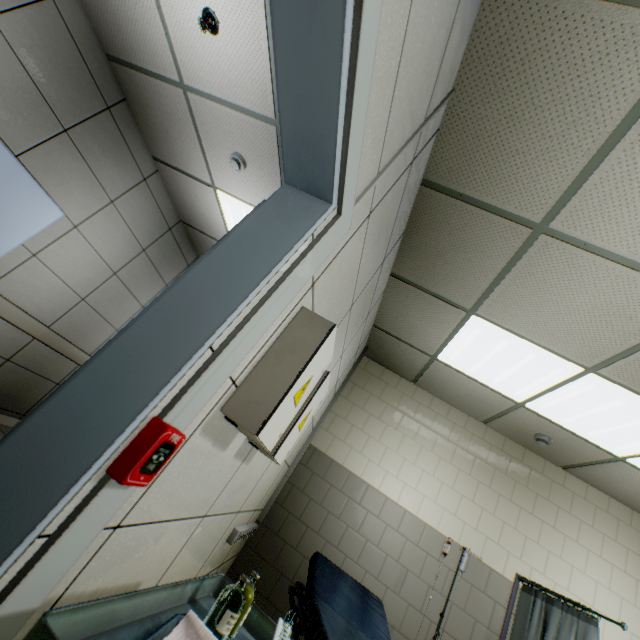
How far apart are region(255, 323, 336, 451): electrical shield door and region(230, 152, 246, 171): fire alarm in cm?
233

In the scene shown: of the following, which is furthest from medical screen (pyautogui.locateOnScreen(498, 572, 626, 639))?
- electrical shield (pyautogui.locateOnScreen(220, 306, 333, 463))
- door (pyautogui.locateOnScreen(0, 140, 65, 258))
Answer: door (pyautogui.locateOnScreen(0, 140, 65, 258))

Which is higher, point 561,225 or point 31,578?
point 561,225

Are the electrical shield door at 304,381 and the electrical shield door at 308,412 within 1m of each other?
yes

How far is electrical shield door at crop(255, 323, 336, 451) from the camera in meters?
1.1 m

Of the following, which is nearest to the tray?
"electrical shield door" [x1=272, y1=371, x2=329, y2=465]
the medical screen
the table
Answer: the table

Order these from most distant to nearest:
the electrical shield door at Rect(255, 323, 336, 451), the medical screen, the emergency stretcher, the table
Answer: the medical screen
the emergency stretcher
the electrical shield door at Rect(255, 323, 336, 451)
the table

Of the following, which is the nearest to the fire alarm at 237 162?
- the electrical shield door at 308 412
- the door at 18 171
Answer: the door at 18 171
